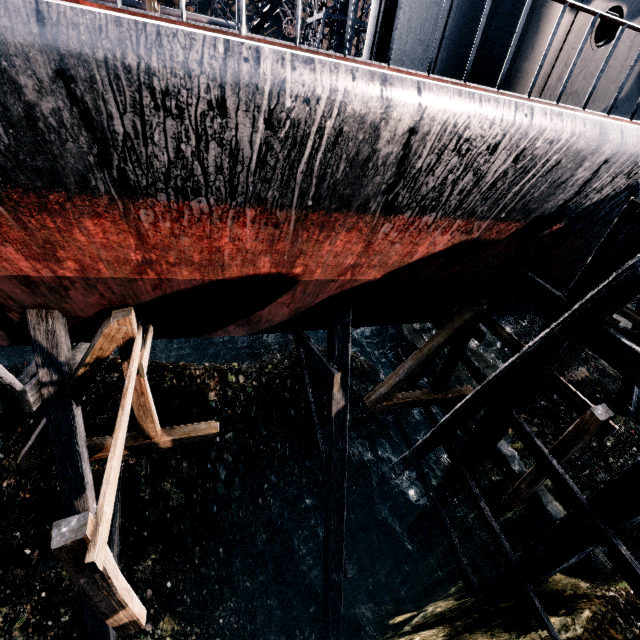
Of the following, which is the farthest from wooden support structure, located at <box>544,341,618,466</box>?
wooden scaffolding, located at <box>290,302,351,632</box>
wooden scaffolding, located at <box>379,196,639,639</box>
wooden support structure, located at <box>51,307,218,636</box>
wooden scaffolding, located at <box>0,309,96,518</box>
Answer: wooden scaffolding, located at <box>0,309,96,518</box>

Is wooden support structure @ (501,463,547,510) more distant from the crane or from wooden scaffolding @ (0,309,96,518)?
the crane

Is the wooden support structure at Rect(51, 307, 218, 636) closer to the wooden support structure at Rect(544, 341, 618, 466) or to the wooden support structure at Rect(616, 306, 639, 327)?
the wooden support structure at Rect(544, 341, 618, 466)

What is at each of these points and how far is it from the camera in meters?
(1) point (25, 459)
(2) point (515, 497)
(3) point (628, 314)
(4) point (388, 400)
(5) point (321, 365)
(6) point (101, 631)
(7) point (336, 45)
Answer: (1) wooden support structure, 7.5
(2) wooden support structure, 8.3
(3) wooden support structure, 11.2
(4) wooden support structure, 10.7
(5) wooden scaffolding, 8.6
(6) wooden scaffolding, 8.2
(7) crane, 21.5

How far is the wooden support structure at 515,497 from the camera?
7.7 meters

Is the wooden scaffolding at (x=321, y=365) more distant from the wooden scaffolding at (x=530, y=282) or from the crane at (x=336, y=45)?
the crane at (x=336, y=45)

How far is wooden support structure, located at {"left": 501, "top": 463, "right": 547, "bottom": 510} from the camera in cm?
771

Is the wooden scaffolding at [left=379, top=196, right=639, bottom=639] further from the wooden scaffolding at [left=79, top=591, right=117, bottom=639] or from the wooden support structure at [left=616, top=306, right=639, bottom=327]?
the wooden scaffolding at [left=79, top=591, right=117, bottom=639]
